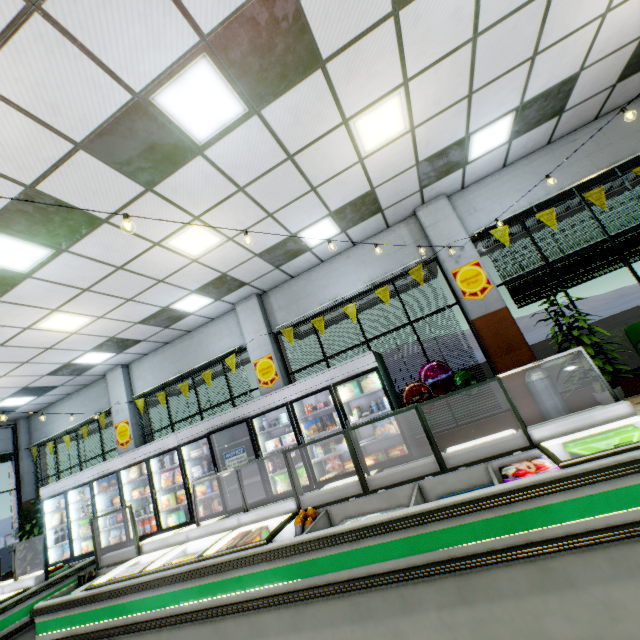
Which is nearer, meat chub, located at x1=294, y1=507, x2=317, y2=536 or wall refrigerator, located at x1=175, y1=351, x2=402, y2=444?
meat chub, located at x1=294, y1=507, x2=317, y2=536

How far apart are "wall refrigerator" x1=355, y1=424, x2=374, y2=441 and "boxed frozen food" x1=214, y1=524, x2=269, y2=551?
3.6m

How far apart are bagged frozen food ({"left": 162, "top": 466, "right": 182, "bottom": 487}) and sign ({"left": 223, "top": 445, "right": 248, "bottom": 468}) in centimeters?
197cm

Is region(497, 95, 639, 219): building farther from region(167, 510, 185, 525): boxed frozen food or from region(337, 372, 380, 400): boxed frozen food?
region(337, 372, 380, 400): boxed frozen food

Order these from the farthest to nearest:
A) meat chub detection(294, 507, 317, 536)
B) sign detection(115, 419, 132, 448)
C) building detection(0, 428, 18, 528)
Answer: building detection(0, 428, 18, 528), sign detection(115, 419, 132, 448), meat chub detection(294, 507, 317, 536)

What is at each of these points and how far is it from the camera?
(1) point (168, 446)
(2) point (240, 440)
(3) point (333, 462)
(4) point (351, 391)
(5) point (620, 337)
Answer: (1) wall refrigerator door, 7.60m
(2) wall refrigerator, 6.98m
(3) boxed frozen food, 6.74m
(4) boxed frozen food, 6.36m
(5) hedge, 5.93m

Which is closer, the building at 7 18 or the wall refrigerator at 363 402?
the building at 7 18

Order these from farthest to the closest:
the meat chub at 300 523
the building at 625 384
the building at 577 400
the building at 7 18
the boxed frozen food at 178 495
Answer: the boxed frozen food at 178 495 < the building at 577 400 < the building at 625 384 < the building at 7 18 < the meat chub at 300 523
